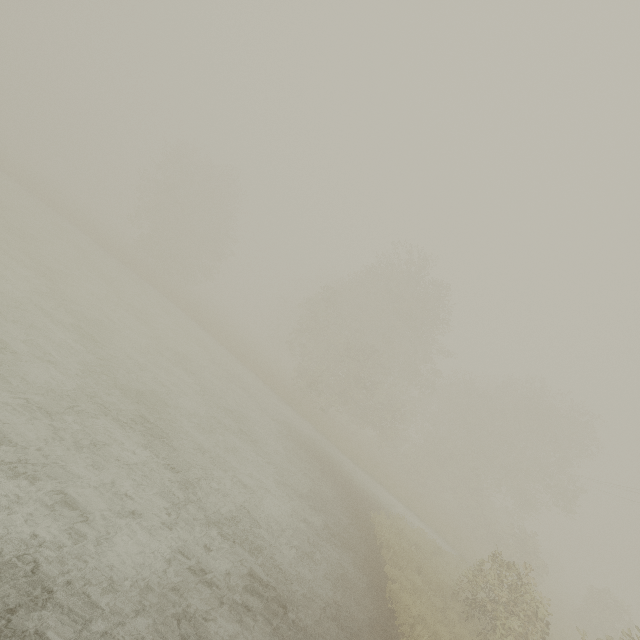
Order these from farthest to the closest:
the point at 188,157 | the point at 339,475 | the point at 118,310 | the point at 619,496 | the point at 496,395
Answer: the point at 188,157 → the point at 496,395 → the point at 619,496 → the point at 118,310 → the point at 339,475
